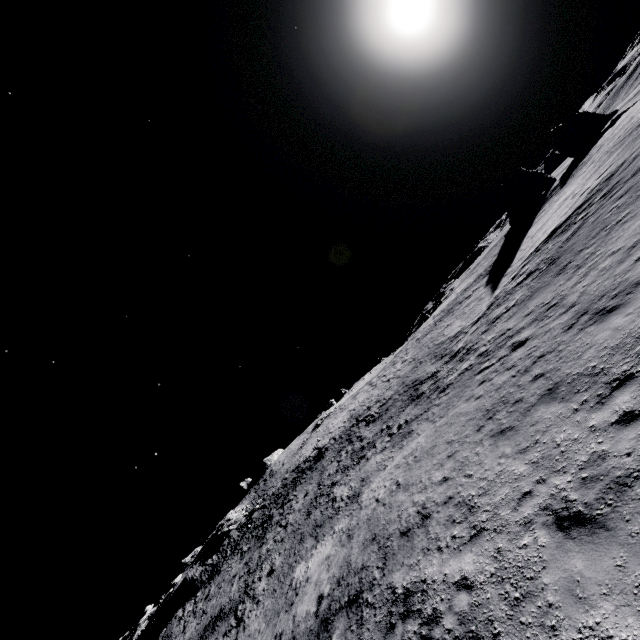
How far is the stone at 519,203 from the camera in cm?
4416

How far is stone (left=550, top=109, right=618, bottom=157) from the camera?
46.1m

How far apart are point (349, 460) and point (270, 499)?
24.3 meters

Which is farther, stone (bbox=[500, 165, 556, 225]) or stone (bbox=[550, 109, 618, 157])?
stone (bbox=[550, 109, 618, 157])

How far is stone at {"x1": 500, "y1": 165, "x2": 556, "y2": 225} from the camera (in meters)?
44.16

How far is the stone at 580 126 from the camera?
46.1 meters
